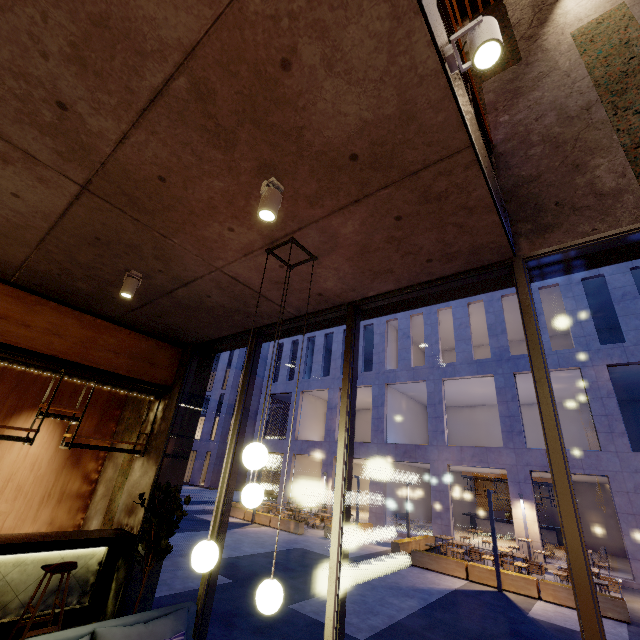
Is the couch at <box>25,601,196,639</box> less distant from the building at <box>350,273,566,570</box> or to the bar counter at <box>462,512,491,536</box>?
the building at <box>350,273,566,570</box>

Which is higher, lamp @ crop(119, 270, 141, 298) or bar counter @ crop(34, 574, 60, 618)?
lamp @ crop(119, 270, 141, 298)

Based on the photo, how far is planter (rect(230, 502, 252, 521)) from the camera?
18.0m

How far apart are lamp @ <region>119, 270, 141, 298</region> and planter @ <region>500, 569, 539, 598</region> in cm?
1362

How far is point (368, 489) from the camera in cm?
2861

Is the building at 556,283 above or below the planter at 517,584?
above

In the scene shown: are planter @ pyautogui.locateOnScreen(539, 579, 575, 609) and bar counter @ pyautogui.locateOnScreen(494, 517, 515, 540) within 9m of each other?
no

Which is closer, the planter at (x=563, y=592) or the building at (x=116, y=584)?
the building at (x=116, y=584)
